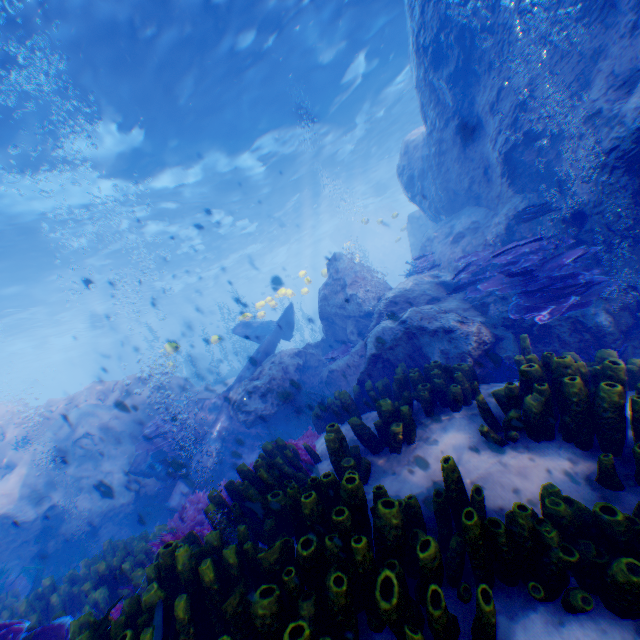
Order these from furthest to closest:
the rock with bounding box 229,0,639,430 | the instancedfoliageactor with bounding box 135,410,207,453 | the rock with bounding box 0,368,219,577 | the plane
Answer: the instancedfoliageactor with bounding box 135,410,207,453 < the plane < the rock with bounding box 0,368,219,577 < the rock with bounding box 229,0,639,430

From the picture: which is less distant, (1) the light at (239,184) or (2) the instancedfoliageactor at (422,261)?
(1) the light at (239,184)

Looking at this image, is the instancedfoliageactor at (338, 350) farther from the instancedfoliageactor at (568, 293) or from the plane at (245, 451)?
the instancedfoliageactor at (568, 293)

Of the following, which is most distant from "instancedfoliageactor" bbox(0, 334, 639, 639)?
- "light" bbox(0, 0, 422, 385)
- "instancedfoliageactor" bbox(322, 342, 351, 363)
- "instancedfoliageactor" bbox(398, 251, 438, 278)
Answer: "instancedfoliageactor" bbox(398, 251, 438, 278)

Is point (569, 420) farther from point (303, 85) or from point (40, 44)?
point (303, 85)

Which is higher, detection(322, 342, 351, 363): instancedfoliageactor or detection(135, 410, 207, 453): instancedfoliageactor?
detection(322, 342, 351, 363): instancedfoliageactor

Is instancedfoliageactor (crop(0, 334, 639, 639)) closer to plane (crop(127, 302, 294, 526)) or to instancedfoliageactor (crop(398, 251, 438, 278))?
plane (crop(127, 302, 294, 526))

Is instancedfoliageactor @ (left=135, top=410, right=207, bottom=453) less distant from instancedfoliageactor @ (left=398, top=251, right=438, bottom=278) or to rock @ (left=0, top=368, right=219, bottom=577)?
rock @ (left=0, top=368, right=219, bottom=577)
